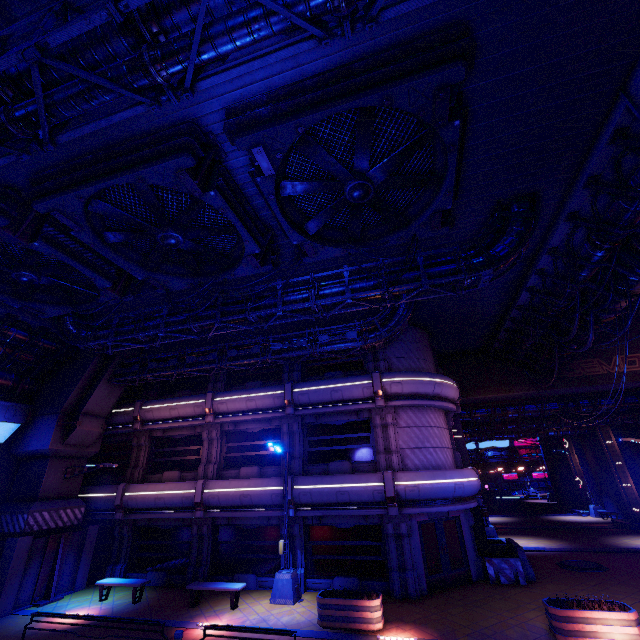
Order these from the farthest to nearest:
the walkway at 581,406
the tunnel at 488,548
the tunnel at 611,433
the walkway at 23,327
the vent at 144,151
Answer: the tunnel at 611,433, the walkway at 581,406, the tunnel at 488,548, the walkway at 23,327, the vent at 144,151

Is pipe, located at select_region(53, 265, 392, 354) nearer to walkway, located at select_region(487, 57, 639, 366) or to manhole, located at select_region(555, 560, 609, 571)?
walkway, located at select_region(487, 57, 639, 366)

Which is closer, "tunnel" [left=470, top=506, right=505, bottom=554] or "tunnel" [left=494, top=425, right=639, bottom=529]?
"tunnel" [left=470, top=506, right=505, bottom=554]

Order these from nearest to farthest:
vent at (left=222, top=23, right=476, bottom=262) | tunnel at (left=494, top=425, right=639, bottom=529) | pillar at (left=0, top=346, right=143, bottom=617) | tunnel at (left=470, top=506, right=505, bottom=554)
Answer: vent at (left=222, top=23, right=476, bottom=262) → pillar at (left=0, top=346, right=143, bottom=617) → tunnel at (left=470, top=506, right=505, bottom=554) → tunnel at (left=494, top=425, right=639, bottom=529)

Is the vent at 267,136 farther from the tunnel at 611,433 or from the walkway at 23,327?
the tunnel at 611,433

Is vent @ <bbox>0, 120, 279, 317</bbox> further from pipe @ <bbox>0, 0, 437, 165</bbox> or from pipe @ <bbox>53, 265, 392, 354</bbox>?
pipe @ <bbox>0, 0, 437, 165</bbox>

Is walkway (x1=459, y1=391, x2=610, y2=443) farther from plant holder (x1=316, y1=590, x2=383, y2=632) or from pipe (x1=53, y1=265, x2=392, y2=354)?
pipe (x1=53, y1=265, x2=392, y2=354)

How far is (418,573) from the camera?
13.6m
